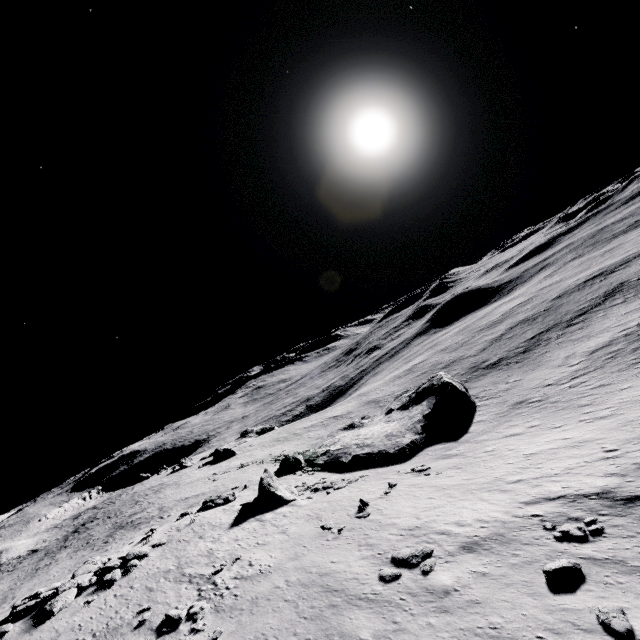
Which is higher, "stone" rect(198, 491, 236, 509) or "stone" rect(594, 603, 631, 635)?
"stone" rect(198, 491, 236, 509)

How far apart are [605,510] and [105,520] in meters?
66.4

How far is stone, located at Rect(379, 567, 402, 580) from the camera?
14.62m

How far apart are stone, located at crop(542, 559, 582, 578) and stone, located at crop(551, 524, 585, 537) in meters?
1.7

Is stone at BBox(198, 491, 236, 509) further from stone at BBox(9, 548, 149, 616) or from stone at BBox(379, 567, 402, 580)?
stone at BBox(379, 567, 402, 580)

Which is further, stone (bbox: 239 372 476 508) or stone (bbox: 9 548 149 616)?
stone (bbox: 239 372 476 508)

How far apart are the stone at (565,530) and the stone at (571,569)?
1.7m

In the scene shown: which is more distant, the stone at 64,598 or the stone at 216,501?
the stone at 216,501
